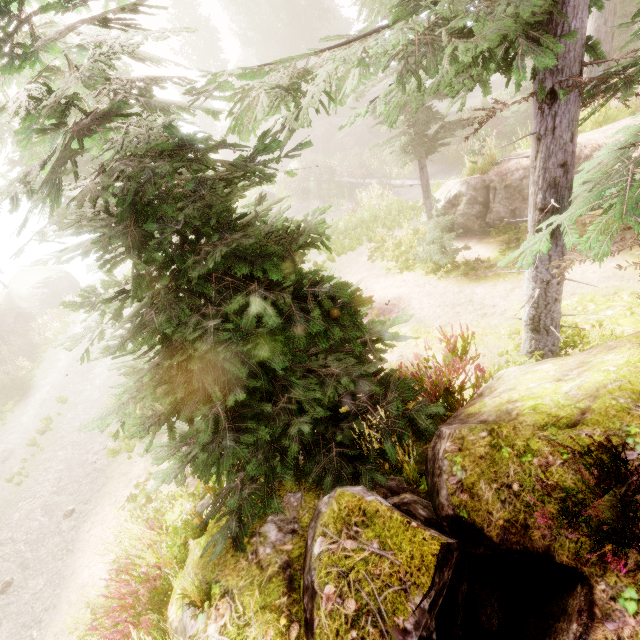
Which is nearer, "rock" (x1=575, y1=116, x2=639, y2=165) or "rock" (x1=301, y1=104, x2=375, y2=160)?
"rock" (x1=575, y1=116, x2=639, y2=165)

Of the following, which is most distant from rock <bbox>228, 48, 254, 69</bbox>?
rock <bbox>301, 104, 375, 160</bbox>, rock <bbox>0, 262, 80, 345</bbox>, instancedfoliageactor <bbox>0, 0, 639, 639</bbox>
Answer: rock <bbox>0, 262, 80, 345</bbox>

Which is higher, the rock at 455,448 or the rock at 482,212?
the rock at 455,448

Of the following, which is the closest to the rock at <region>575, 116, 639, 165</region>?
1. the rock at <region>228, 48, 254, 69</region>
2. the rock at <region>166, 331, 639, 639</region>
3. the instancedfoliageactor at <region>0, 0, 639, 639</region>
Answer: the instancedfoliageactor at <region>0, 0, 639, 639</region>

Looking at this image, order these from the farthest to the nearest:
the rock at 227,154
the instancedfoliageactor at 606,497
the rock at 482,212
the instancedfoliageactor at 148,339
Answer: the rock at 227,154 → the rock at 482,212 → the instancedfoliageactor at 148,339 → the instancedfoliageactor at 606,497

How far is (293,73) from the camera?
3.1 meters

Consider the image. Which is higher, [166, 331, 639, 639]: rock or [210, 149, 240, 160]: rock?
[210, 149, 240, 160]: rock

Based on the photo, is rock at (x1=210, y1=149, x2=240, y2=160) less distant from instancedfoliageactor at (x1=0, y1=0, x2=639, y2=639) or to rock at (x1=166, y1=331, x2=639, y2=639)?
instancedfoliageactor at (x1=0, y1=0, x2=639, y2=639)
